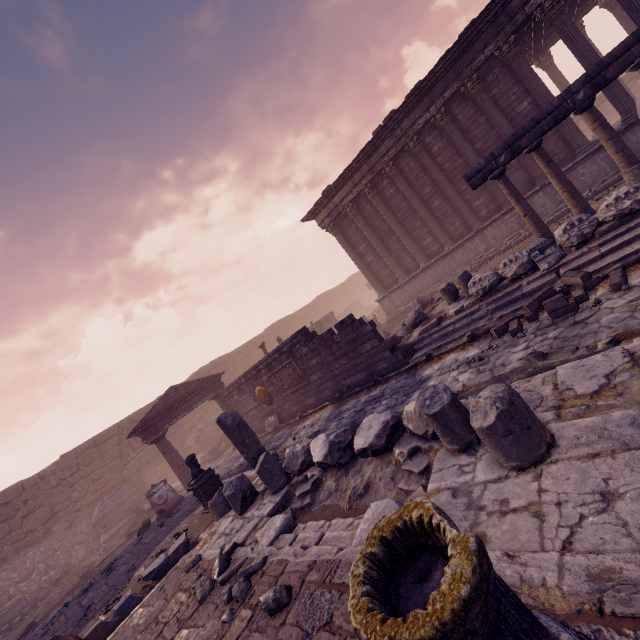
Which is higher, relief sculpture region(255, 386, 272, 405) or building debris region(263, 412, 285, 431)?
relief sculpture region(255, 386, 272, 405)

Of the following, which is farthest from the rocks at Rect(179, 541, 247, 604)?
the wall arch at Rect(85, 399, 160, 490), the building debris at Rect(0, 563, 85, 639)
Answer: the wall arch at Rect(85, 399, 160, 490)

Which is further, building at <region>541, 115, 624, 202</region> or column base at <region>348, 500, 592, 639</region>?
building at <region>541, 115, 624, 202</region>

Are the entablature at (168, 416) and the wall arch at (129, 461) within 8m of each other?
yes

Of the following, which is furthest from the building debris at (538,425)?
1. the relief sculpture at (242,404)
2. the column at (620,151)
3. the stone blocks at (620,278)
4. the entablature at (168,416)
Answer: the entablature at (168,416)

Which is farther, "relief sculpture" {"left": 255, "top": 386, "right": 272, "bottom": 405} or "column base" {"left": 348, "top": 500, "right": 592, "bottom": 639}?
"relief sculpture" {"left": 255, "top": 386, "right": 272, "bottom": 405}

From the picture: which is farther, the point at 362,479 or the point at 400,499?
the point at 362,479

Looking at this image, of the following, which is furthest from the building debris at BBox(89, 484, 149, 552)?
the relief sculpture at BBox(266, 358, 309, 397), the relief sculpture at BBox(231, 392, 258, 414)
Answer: the relief sculpture at BBox(266, 358, 309, 397)
